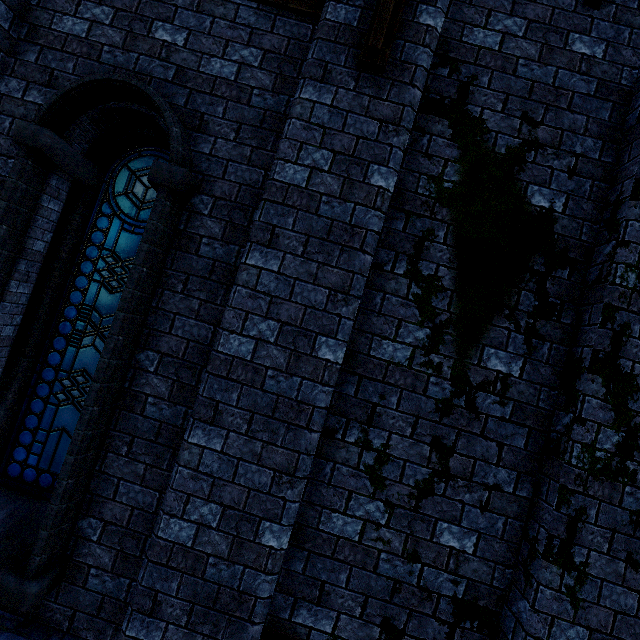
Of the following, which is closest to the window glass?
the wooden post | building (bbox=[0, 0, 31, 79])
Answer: building (bbox=[0, 0, 31, 79])

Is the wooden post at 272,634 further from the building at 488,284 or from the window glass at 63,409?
the window glass at 63,409

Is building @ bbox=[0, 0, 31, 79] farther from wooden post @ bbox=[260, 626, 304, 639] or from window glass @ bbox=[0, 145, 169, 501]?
window glass @ bbox=[0, 145, 169, 501]

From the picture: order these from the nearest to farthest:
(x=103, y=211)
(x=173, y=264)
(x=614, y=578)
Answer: (x=614, y=578) < (x=173, y=264) < (x=103, y=211)

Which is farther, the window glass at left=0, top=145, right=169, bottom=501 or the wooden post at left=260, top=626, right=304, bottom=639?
the window glass at left=0, top=145, right=169, bottom=501

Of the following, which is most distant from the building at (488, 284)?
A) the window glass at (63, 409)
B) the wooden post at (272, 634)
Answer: the window glass at (63, 409)
